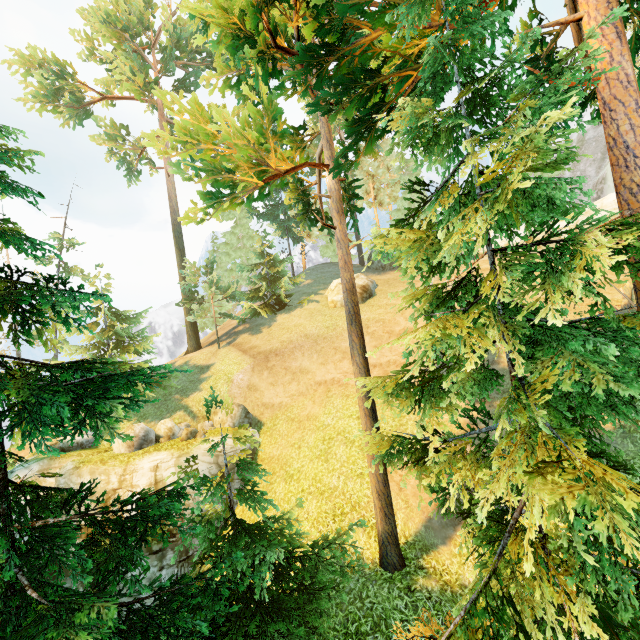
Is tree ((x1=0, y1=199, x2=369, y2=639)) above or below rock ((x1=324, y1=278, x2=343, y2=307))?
below

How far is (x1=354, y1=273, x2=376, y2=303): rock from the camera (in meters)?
25.60

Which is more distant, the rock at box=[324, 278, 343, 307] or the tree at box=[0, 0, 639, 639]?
the rock at box=[324, 278, 343, 307]

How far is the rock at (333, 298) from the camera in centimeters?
2552cm

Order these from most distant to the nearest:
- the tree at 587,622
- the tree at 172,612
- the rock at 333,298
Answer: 1. the rock at 333,298
2. the tree at 172,612
3. the tree at 587,622

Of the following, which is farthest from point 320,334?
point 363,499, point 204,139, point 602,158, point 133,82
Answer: point 602,158
